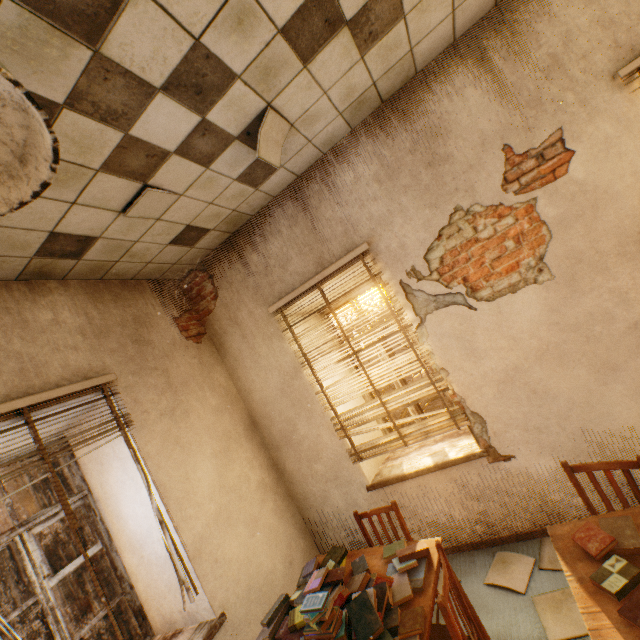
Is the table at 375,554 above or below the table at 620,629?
above

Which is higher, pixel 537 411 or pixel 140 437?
pixel 140 437

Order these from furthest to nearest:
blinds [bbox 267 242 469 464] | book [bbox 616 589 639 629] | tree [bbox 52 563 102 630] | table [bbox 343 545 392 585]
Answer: tree [bbox 52 563 102 630] < blinds [bbox 267 242 469 464] < table [bbox 343 545 392 585] < book [bbox 616 589 639 629]

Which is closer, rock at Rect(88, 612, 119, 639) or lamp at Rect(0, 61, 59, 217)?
lamp at Rect(0, 61, 59, 217)

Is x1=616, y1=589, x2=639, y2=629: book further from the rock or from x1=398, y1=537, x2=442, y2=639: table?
the rock

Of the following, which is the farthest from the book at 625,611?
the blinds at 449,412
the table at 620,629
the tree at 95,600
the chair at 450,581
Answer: the tree at 95,600

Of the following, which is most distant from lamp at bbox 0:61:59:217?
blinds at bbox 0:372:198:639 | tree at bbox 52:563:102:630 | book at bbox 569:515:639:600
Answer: tree at bbox 52:563:102:630

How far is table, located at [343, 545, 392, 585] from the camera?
2.3 meters
